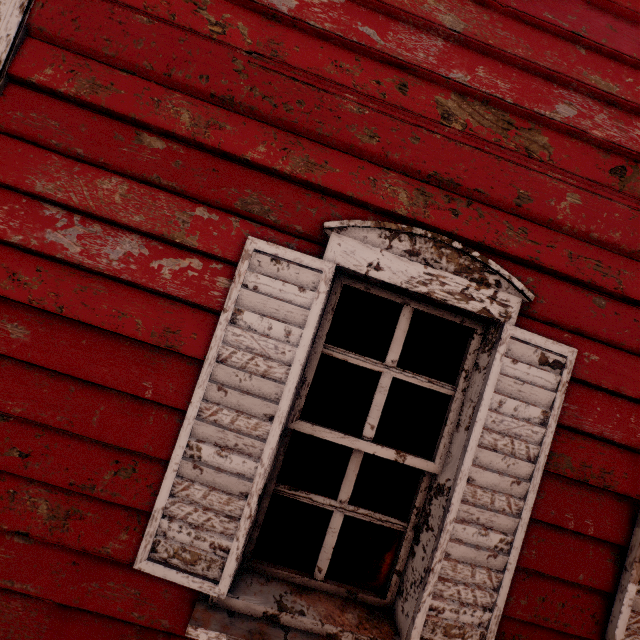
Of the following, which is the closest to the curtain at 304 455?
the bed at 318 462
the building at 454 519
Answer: the building at 454 519

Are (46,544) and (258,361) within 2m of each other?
yes

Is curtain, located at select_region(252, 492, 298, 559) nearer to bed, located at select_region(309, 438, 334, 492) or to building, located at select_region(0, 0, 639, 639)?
building, located at select_region(0, 0, 639, 639)

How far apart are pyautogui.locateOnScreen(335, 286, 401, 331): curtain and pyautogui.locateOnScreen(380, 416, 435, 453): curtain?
0.46m

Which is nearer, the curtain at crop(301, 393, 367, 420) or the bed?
the curtain at crop(301, 393, 367, 420)

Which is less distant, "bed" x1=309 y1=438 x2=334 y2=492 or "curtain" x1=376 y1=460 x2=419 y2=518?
"curtain" x1=376 y1=460 x2=419 y2=518

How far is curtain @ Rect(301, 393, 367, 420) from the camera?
1.5 meters

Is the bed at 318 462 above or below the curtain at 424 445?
below
